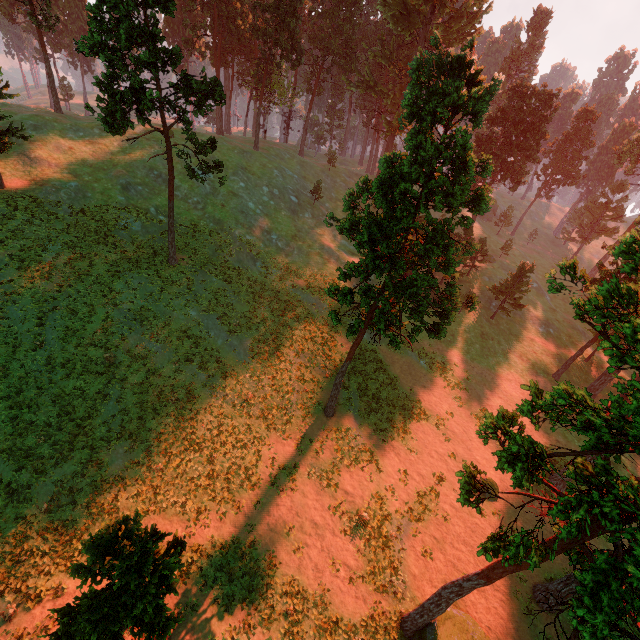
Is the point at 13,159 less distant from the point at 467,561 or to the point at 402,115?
the point at 402,115

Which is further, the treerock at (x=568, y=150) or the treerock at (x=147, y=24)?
the treerock at (x=568, y=150)

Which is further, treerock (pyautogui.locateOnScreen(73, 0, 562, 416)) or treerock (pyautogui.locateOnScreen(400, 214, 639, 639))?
treerock (pyautogui.locateOnScreen(73, 0, 562, 416))

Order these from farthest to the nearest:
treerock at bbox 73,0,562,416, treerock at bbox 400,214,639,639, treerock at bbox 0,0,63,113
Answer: treerock at bbox 0,0,63,113 < treerock at bbox 73,0,562,416 < treerock at bbox 400,214,639,639

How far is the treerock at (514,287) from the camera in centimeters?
3944cm

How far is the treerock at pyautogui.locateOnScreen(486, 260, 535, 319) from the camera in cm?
3944
